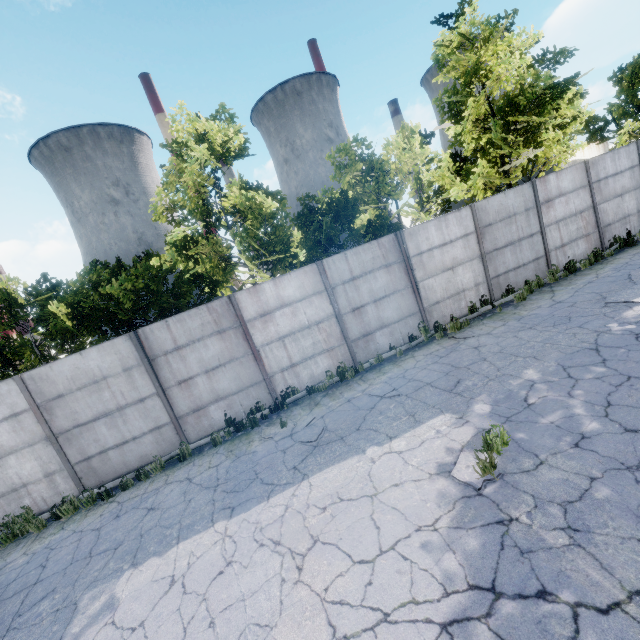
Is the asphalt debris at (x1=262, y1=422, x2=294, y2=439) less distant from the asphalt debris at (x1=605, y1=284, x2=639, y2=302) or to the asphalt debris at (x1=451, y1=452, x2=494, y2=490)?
the asphalt debris at (x1=451, y1=452, x2=494, y2=490)

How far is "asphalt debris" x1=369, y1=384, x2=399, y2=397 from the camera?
8.01m

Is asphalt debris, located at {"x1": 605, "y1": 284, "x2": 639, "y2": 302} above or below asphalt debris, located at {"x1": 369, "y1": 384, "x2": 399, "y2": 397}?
above

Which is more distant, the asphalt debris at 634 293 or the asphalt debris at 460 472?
the asphalt debris at 634 293

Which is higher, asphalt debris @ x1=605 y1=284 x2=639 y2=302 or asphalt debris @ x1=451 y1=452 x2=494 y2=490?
asphalt debris @ x1=605 y1=284 x2=639 y2=302

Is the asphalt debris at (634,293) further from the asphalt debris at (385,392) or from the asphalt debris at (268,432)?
the asphalt debris at (268,432)

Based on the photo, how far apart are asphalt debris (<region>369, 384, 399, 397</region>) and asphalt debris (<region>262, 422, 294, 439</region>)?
1.6 meters

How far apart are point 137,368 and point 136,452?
2.46m
